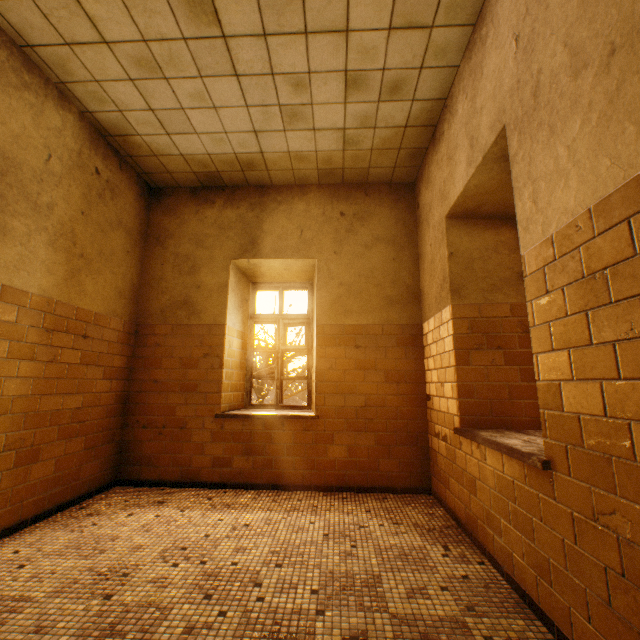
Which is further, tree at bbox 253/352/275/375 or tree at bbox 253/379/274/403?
tree at bbox 253/352/275/375

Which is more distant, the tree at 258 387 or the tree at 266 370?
the tree at 266 370

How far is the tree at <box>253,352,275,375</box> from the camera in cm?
1189

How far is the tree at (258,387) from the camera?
11.1m

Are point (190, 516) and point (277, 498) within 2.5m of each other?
yes

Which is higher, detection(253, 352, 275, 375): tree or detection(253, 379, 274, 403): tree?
detection(253, 352, 275, 375): tree
